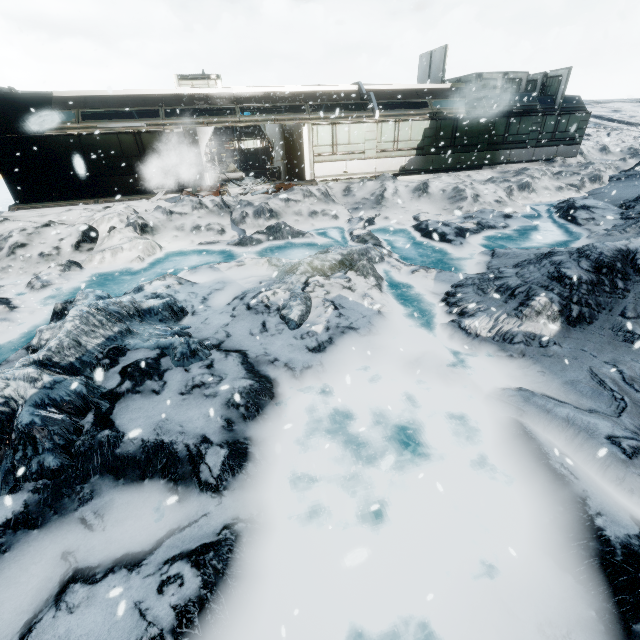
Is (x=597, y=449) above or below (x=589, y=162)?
below
